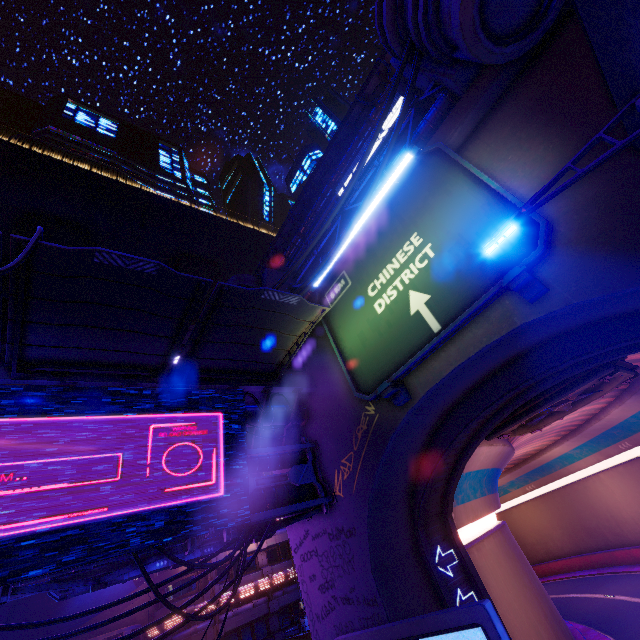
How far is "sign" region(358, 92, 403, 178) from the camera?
33.2 meters

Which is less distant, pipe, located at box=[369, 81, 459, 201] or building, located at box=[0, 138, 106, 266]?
pipe, located at box=[369, 81, 459, 201]

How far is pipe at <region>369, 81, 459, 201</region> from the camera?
11.77m

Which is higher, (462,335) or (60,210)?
(60,210)

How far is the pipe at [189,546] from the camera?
9.2m

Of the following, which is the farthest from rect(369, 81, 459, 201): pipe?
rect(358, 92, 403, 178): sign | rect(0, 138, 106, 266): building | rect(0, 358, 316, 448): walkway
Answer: rect(0, 138, 106, 266): building

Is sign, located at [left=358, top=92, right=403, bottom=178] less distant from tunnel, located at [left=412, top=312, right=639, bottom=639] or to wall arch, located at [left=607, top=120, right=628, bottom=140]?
wall arch, located at [left=607, top=120, right=628, bottom=140]

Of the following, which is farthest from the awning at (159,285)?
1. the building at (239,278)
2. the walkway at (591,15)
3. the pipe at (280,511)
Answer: the walkway at (591,15)
